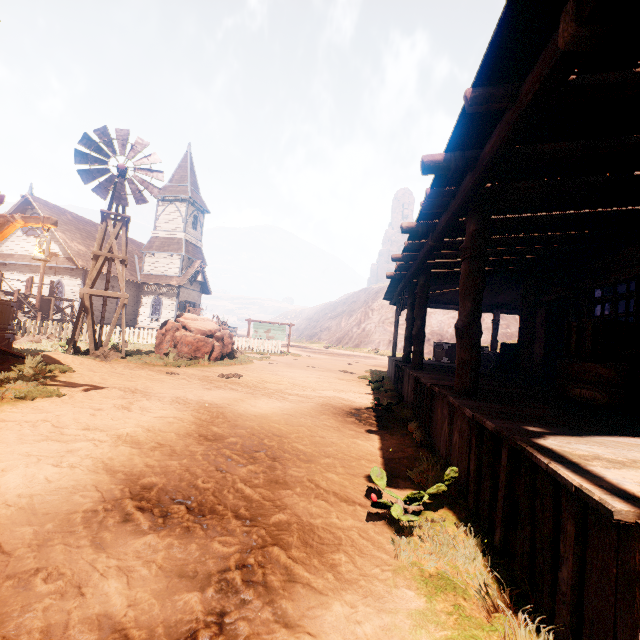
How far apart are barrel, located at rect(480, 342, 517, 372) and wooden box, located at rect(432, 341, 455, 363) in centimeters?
126cm

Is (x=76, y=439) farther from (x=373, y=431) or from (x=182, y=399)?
(x=373, y=431)

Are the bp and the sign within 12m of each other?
no

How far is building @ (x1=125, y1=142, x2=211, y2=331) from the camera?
29.53m

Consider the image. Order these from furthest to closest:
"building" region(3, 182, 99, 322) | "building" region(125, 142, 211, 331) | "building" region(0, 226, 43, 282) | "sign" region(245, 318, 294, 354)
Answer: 1. "building" region(125, 142, 211, 331)
2. "building" region(0, 226, 43, 282)
3. "building" region(3, 182, 99, 322)
4. "sign" region(245, 318, 294, 354)

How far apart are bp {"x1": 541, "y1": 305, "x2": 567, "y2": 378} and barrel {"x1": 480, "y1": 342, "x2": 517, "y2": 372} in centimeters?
109cm

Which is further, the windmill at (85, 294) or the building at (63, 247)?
the building at (63, 247)

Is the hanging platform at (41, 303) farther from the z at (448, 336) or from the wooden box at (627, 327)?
the wooden box at (627, 327)
